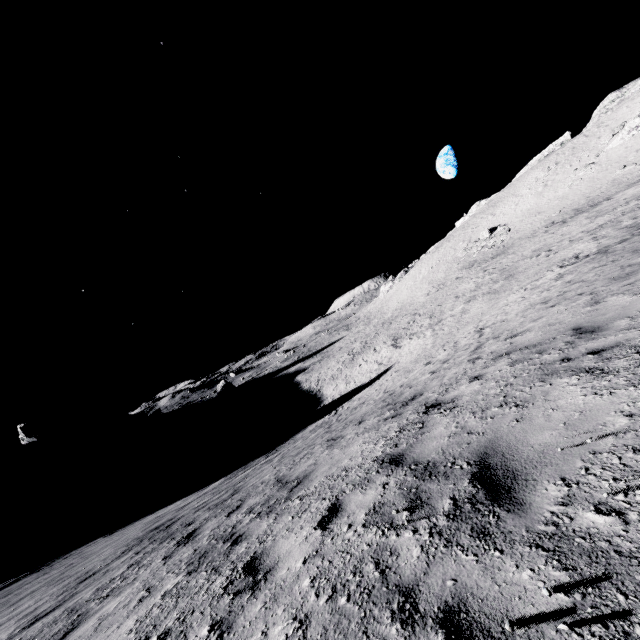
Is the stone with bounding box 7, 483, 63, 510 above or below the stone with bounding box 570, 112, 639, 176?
below

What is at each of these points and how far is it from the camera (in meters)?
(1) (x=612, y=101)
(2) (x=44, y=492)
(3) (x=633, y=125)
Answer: (1) stone, 52.81
(2) stone, 51.09
(3) stone, 39.91

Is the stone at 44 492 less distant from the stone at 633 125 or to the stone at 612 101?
the stone at 633 125

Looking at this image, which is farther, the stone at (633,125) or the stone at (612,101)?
the stone at (612,101)

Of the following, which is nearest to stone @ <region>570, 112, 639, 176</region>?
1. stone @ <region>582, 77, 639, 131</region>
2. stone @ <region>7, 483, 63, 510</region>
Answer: stone @ <region>582, 77, 639, 131</region>

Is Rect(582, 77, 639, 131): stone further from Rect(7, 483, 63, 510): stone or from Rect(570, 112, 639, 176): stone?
Rect(7, 483, 63, 510): stone

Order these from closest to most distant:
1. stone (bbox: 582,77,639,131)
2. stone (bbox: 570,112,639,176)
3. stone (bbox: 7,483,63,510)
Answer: stone (bbox: 570,112,639,176)
stone (bbox: 7,483,63,510)
stone (bbox: 582,77,639,131)
